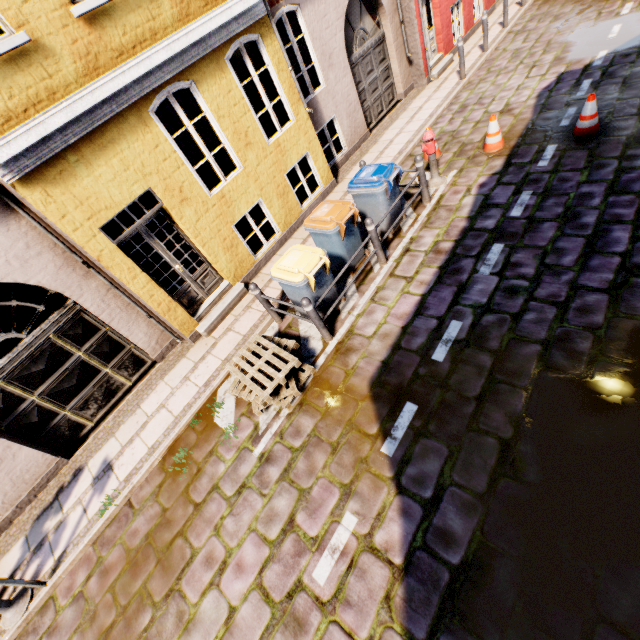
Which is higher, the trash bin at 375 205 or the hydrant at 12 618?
the trash bin at 375 205

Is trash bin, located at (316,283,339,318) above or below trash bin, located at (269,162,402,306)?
below

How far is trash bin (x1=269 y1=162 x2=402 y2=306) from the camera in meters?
5.3 m

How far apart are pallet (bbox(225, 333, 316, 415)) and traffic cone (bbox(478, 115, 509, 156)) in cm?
628

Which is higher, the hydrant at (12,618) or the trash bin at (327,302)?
the trash bin at (327,302)

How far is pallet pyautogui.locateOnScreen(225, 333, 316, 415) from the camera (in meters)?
5.00

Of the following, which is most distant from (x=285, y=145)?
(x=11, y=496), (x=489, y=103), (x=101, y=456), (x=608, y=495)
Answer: (x=11, y=496)

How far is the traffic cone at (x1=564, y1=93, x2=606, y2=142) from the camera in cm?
612
